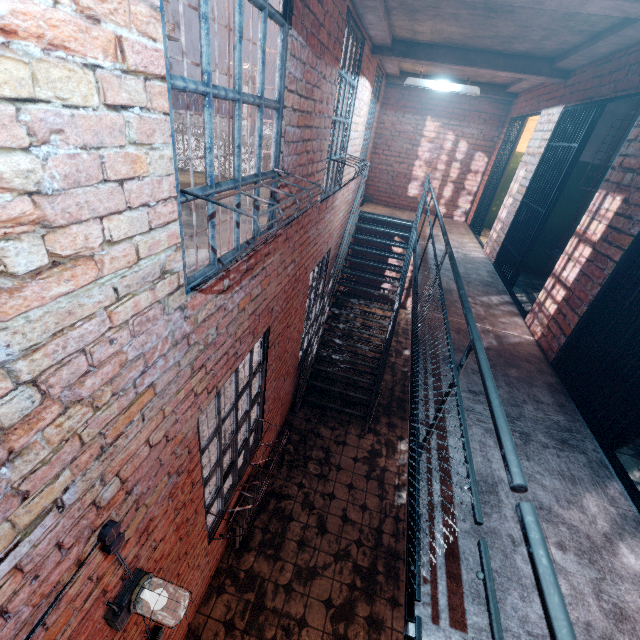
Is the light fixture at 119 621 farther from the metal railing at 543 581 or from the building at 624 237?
the building at 624 237

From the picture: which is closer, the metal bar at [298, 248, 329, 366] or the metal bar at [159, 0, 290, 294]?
the metal bar at [159, 0, 290, 294]

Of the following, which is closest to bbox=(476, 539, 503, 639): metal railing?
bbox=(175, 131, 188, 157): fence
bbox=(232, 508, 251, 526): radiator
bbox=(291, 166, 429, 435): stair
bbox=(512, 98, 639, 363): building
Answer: bbox=(291, 166, 429, 435): stair

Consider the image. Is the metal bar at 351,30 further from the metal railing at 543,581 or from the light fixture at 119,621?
the light fixture at 119,621

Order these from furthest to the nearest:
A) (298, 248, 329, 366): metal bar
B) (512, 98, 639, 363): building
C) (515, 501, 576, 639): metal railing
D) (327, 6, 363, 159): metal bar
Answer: (298, 248, 329, 366): metal bar, (327, 6, 363, 159): metal bar, (512, 98, 639, 363): building, (515, 501, 576, 639): metal railing

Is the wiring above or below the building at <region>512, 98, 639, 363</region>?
below

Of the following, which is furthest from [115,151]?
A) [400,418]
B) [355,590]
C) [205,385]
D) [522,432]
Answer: [400,418]

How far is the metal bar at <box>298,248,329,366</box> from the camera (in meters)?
5.48
